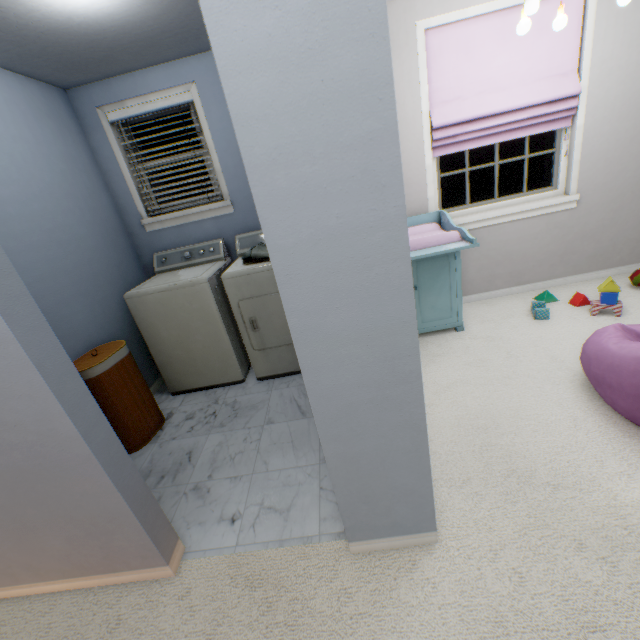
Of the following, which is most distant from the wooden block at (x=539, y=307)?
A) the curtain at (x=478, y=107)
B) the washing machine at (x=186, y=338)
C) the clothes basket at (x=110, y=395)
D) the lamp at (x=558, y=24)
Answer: the clothes basket at (x=110, y=395)

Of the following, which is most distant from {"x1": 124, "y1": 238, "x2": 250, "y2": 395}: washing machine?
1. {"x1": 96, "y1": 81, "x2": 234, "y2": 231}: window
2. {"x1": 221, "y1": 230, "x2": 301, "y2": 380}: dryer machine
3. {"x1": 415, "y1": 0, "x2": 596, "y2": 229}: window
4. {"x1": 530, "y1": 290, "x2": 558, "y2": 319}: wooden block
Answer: {"x1": 530, "y1": 290, "x2": 558, "y2": 319}: wooden block

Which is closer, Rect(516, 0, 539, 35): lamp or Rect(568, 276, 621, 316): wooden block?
Rect(516, 0, 539, 35): lamp

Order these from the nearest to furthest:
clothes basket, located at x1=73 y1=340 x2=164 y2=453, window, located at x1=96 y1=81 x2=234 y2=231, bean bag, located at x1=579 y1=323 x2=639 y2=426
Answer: bean bag, located at x1=579 y1=323 x2=639 y2=426 < clothes basket, located at x1=73 y1=340 x2=164 y2=453 < window, located at x1=96 y1=81 x2=234 y2=231

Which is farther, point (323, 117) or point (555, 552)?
point (555, 552)

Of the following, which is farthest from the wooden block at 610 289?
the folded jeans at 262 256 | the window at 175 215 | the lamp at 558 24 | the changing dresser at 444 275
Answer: the window at 175 215

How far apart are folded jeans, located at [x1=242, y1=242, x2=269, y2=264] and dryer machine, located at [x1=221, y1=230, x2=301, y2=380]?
0.1m

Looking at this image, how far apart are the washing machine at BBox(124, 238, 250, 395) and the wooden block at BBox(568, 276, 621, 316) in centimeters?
293cm
